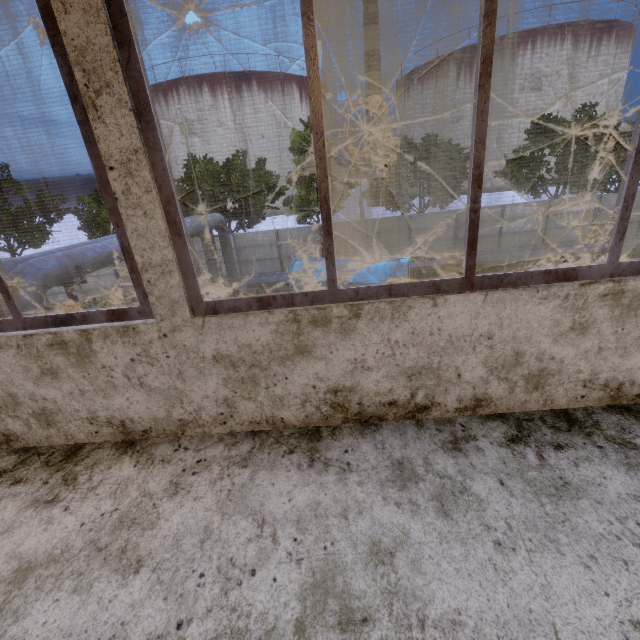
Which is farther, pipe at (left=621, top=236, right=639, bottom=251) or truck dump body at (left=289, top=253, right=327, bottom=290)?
pipe at (left=621, top=236, right=639, bottom=251)

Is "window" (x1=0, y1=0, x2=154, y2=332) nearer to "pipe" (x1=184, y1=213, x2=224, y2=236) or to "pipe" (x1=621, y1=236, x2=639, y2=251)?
"pipe" (x1=184, y1=213, x2=224, y2=236)

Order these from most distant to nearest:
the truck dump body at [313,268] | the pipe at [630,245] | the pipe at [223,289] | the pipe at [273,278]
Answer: the pipe at [630,245]
the pipe at [223,289]
the pipe at [273,278]
the truck dump body at [313,268]

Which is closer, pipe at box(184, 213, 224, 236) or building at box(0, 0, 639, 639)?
building at box(0, 0, 639, 639)

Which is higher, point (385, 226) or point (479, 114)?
point (479, 114)

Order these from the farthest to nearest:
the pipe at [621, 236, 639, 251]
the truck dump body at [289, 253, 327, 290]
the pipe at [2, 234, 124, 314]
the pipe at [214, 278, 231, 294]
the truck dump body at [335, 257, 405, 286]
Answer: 1. the pipe at [621, 236, 639, 251]
2. the pipe at [214, 278, 231, 294]
3. the truck dump body at [289, 253, 327, 290]
4. the truck dump body at [335, 257, 405, 286]
5. the pipe at [2, 234, 124, 314]

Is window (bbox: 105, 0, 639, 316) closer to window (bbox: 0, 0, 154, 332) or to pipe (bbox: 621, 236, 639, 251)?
window (bbox: 0, 0, 154, 332)

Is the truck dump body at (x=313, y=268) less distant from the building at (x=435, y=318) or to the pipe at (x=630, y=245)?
the pipe at (x=630, y=245)
